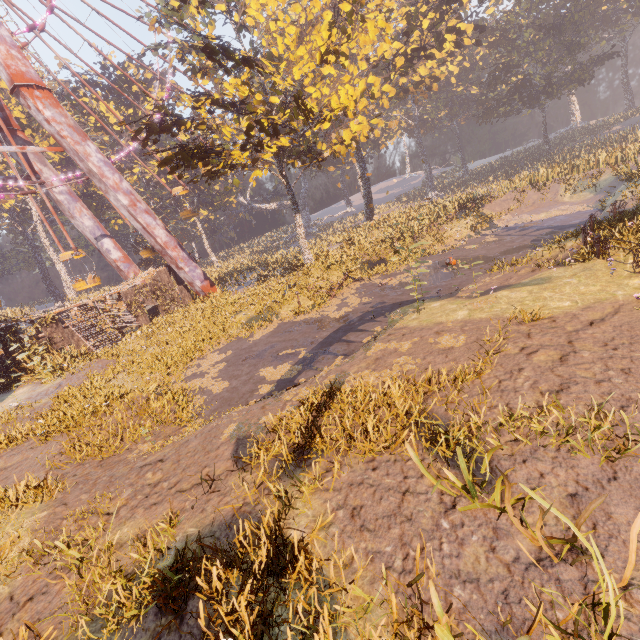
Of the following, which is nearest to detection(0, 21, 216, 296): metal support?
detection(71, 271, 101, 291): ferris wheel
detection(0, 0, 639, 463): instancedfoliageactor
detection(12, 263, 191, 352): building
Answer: detection(71, 271, 101, 291): ferris wheel

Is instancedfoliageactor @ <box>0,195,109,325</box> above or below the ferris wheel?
above

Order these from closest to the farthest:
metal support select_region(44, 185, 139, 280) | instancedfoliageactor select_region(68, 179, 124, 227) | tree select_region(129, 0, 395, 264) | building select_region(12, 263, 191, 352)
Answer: tree select_region(129, 0, 395, 264) → building select_region(12, 263, 191, 352) → metal support select_region(44, 185, 139, 280) → instancedfoliageactor select_region(68, 179, 124, 227)

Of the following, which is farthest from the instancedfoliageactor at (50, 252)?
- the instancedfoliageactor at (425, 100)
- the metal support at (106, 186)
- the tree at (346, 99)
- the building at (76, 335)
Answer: the instancedfoliageactor at (425, 100)

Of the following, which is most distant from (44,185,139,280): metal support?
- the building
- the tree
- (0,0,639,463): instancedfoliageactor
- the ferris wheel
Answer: (0,0,639,463): instancedfoliageactor

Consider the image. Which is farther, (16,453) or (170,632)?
(16,453)

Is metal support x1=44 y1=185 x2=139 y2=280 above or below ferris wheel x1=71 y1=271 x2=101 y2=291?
above

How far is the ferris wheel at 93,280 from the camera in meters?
21.9 m
